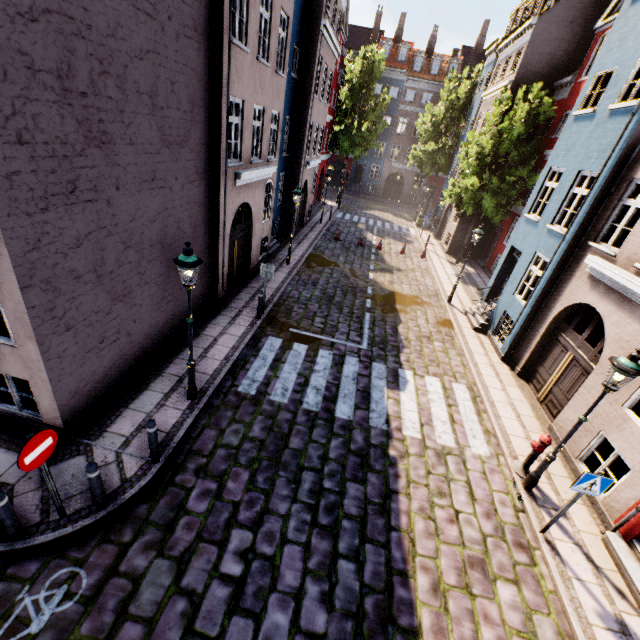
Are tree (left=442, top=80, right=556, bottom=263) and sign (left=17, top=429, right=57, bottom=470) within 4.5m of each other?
no

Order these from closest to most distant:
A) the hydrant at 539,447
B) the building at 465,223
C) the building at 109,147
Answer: the building at 109,147, the hydrant at 539,447, the building at 465,223

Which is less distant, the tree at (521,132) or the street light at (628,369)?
the street light at (628,369)

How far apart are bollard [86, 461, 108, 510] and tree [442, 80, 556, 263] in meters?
21.6

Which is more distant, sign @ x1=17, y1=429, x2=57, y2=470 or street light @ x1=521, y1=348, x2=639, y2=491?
street light @ x1=521, y1=348, x2=639, y2=491

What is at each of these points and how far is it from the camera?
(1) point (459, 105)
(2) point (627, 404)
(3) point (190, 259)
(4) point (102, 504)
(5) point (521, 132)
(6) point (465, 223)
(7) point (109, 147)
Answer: (1) tree, 28.1m
(2) building, 7.0m
(3) street light, 5.9m
(4) bollard, 5.3m
(5) tree, 16.8m
(6) building, 22.9m
(7) building, 5.7m

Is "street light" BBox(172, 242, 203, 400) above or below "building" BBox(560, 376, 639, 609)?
above

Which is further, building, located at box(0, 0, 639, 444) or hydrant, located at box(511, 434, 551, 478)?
hydrant, located at box(511, 434, 551, 478)
